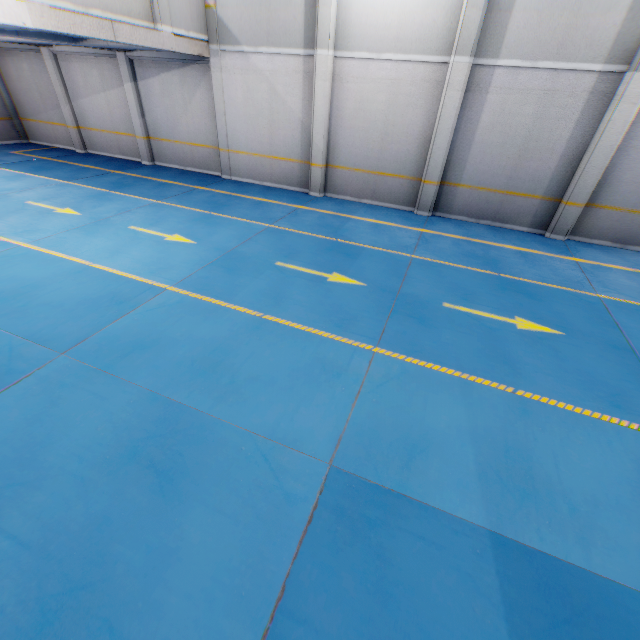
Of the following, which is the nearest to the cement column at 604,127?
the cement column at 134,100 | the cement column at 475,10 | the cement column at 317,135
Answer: the cement column at 475,10

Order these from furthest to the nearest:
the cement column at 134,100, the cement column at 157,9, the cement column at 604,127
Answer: the cement column at 134,100 → the cement column at 157,9 → the cement column at 604,127

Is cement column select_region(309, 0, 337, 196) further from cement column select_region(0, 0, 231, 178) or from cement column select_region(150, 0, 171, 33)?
cement column select_region(150, 0, 171, 33)

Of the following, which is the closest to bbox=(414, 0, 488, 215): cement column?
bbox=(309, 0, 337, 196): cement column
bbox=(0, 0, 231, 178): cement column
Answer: bbox=(309, 0, 337, 196): cement column

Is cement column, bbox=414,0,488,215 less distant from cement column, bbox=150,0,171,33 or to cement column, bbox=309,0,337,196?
cement column, bbox=309,0,337,196

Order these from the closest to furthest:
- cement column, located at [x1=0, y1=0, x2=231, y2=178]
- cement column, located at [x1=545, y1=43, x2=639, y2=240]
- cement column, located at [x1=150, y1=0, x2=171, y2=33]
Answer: cement column, located at [x1=545, y1=43, x2=639, y2=240], cement column, located at [x1=150, y1=0, x2=171, y2=33], cement column, located at [x1=0, y1=0, x2=231, y2=178]

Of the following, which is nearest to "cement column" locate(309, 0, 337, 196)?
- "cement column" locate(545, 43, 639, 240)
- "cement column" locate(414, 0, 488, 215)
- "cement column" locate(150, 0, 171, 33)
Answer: "cement column" locate(414, 0, 488, 215)

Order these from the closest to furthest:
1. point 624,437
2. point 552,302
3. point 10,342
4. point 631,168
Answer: point 624,437
point 10,342
point 552,302
point 631,168
